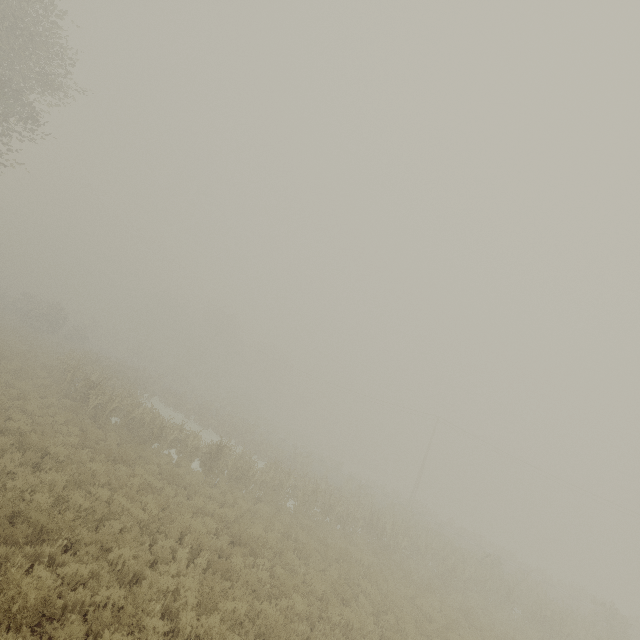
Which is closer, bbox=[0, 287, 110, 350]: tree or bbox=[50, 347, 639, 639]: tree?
bbox=[50, 347, 639, 639]: tree

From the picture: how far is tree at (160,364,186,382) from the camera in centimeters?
5478cm

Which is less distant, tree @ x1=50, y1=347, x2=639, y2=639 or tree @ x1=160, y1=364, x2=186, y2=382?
tree @ x1=50, y1=347, x2=639, y2=639

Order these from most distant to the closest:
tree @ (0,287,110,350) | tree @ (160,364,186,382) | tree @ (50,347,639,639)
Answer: tree @ (160,364,186,382)
tree @ (0,287,110,350)
tree @ (50,347,639,639)

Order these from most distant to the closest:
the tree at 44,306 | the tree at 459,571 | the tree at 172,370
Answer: the tree at 172,370 → the tree at 44,306 → the tree at 459,571

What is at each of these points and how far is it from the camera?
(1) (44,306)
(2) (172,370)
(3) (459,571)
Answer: (1) tree, 43.9m
(2) tree, 55.0m
(3) tree, 16.9m

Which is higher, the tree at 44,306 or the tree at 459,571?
the tree at 44,306
